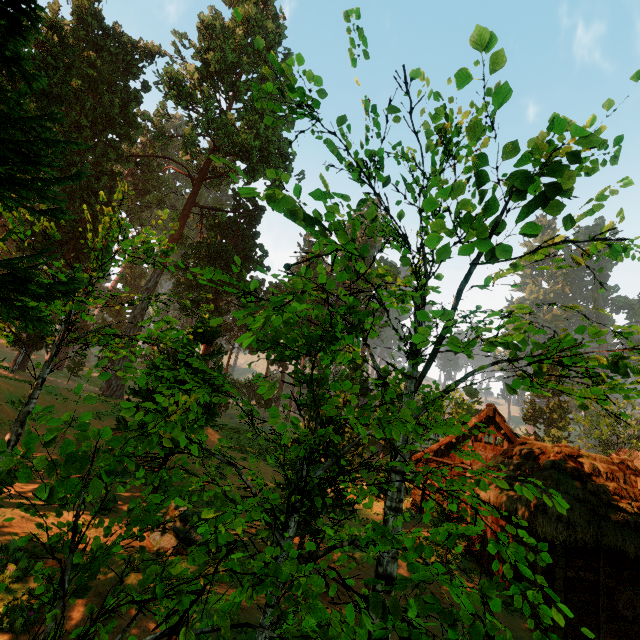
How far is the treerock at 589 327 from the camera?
8.16m

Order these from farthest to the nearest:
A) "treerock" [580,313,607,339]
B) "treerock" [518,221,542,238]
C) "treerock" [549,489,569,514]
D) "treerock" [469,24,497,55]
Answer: "treerock" [580,313,607,339], "treerock" [518,221,542,238], "treerock" [469,24,497,55], "treerock" [549,489,569,514]

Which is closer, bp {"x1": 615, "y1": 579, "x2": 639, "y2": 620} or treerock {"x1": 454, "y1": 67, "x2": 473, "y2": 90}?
treerock {"x1": 454, "y1": 67, "x2": 473, "y2": 90}

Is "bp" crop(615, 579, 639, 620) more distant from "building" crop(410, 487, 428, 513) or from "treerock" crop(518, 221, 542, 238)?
"treerock" crop(518, 221, 542, 238)

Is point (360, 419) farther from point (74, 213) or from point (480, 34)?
point (74, 213)

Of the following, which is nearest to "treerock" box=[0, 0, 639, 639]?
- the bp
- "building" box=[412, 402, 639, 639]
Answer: "building" box=[412, 402, 639, 639]

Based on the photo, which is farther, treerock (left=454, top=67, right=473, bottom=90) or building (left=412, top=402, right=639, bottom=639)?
building (left=412, top=402, right=639, bottom=639)

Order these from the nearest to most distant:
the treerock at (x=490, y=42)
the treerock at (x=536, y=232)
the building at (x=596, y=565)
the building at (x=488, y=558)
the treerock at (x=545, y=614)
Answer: the treerock at (x=545, y=614), the treerock at (x=490, y=42), the treerock at (x=536, y=232), the building at (x=596, y=565), the building at (x=488, y=558)
